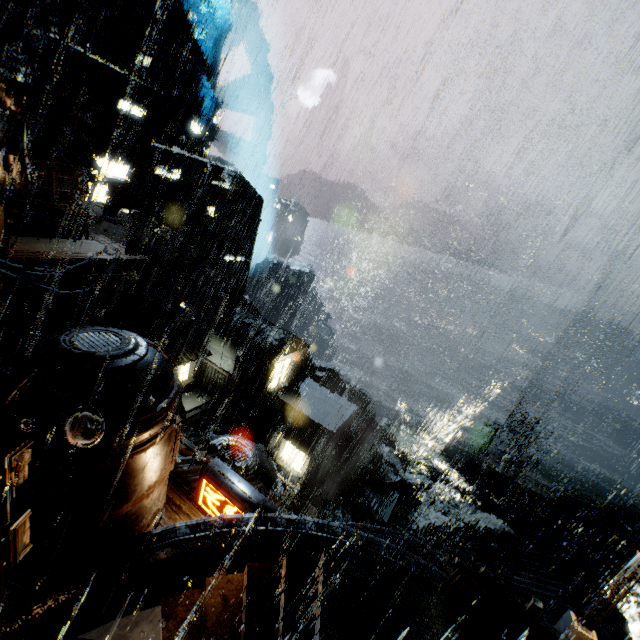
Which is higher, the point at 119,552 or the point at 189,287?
the point at 119,552

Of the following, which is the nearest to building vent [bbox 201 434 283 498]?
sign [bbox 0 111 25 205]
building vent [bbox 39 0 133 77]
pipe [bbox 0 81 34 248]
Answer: sign [bbox 0 111 25 205]

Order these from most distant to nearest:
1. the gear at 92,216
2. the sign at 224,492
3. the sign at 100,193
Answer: the gear at 92,216 < the sign at 100,193 < the sign at 224,492

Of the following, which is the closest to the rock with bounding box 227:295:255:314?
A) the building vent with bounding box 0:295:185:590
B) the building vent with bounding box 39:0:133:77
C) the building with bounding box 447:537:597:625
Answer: the building with bounding box 447:537:597:625

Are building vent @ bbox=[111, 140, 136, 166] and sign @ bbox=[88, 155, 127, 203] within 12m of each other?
yes

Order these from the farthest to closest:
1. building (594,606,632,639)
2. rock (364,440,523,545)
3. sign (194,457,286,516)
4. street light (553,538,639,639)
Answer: rock (364,440,523,545)
building (594,606,632,639)
street light (553,538,639,639)
sign (194,457,286,516)

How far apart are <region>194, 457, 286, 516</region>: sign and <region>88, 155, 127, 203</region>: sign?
26.0m

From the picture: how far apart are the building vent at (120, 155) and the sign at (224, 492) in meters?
37.4 m
